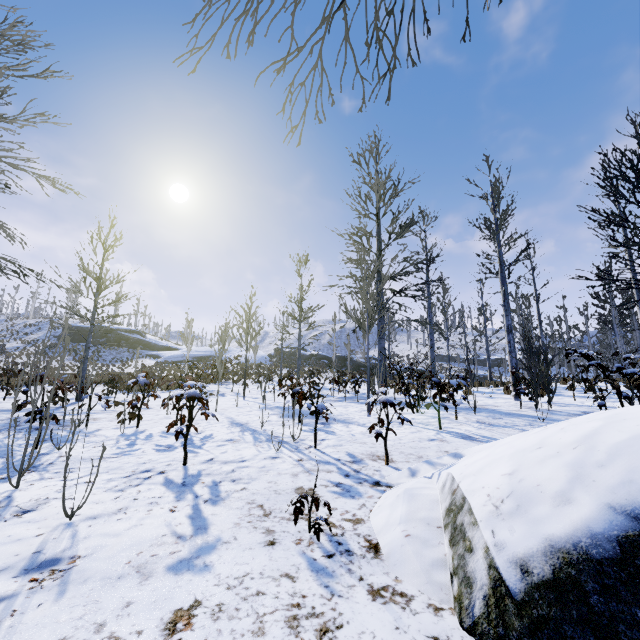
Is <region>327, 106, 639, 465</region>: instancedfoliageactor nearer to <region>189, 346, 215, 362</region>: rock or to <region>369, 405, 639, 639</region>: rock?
<region>369, 405, 639, 639</region>: rock

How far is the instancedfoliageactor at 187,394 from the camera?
3.8 meters

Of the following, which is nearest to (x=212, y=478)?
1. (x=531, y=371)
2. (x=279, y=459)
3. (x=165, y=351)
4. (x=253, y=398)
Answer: (x=279, y=459)

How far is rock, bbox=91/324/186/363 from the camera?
40.8m

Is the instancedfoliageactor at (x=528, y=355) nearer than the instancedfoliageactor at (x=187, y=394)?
No

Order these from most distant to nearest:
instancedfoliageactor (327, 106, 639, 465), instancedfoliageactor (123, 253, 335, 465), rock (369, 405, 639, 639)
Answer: instancedfoliageactor (327, 106, 639, 465) → instancedfoliageactor (123, 253, 335, 465) → rock (369, 405, 639, 639)

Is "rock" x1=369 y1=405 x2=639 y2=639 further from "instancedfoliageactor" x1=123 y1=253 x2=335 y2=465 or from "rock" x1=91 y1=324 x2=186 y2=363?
"rock" x1=91 y1=324 x2=186 y2=363

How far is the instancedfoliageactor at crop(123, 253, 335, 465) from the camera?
3.8m
